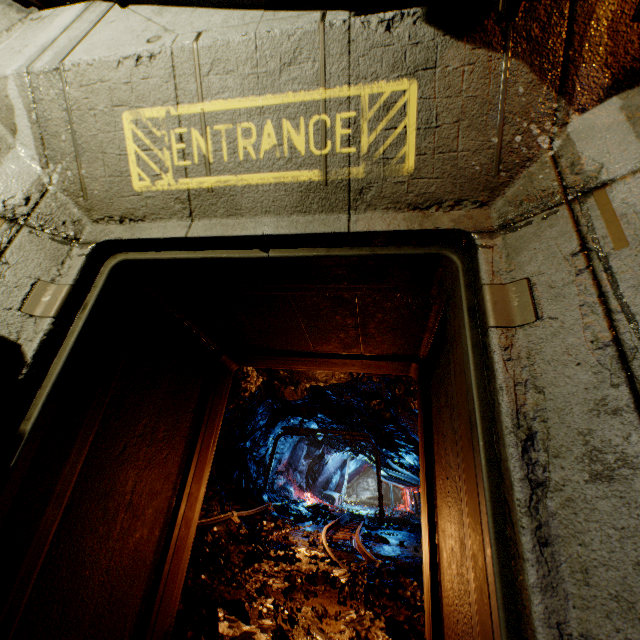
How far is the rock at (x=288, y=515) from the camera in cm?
532

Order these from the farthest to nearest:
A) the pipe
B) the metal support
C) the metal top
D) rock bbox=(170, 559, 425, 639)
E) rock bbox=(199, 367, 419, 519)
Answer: the metal top < the metal support < rock bbox=(199, 367, 419, 519) < rock bbox=(170, 559, 425, 639) < the pipe

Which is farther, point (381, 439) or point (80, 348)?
point (381, 439)

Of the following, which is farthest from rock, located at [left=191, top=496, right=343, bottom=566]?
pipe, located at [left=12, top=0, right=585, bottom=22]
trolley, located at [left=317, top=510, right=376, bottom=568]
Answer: pipe, located at [left=12, top=0, right=585, bottom=22]

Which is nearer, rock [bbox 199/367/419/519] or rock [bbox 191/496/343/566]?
rock [bbox 191/496/343/566]

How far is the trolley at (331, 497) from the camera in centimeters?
2308cm

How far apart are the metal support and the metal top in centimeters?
121cm

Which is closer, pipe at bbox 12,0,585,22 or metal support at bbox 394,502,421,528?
pipe at bbox 12,0,585,22
